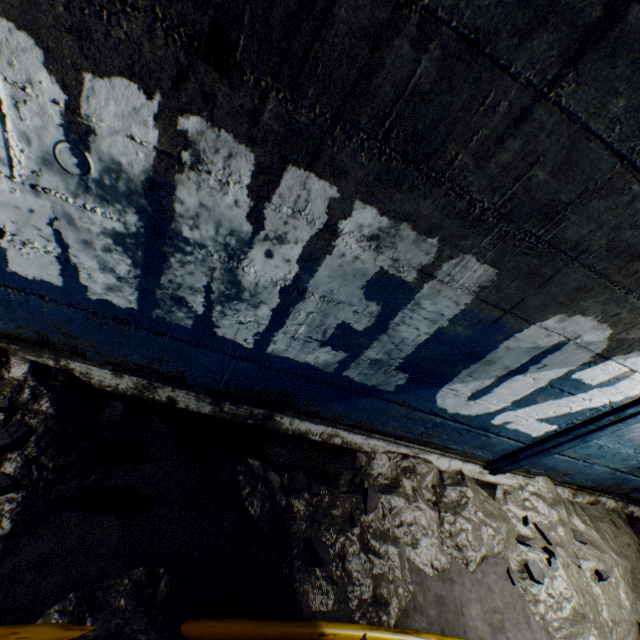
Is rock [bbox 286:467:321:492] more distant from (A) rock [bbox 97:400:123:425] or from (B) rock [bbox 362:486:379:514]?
(A) rock [bbox 97:400:123:425]

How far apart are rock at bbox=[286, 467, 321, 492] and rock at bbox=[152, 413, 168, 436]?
0.83m

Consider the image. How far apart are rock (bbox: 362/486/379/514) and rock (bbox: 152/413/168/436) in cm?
138

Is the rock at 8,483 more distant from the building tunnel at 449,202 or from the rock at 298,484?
the rock at 298,484

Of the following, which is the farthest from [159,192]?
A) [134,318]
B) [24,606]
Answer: [24,606]

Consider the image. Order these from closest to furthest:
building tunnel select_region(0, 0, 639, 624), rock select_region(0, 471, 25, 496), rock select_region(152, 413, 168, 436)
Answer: building tunnel select_region(0, 0, 639, 624)
rock select_region(0, 471, 25, 496)
rock select_region(152, 413, 168, 436)

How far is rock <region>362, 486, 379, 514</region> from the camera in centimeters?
216cm

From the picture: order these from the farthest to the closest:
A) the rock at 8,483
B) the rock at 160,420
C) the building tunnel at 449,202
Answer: the rock at 160,420
the rock at 8,483
the building tunnel at 449,202
